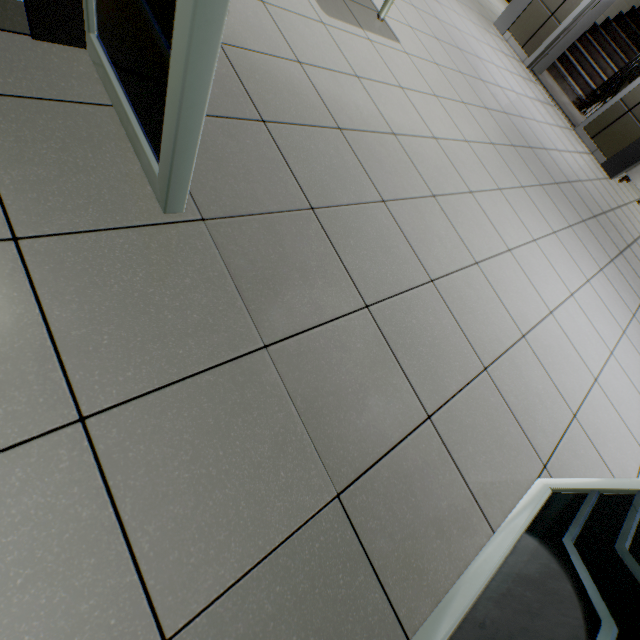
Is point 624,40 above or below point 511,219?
above

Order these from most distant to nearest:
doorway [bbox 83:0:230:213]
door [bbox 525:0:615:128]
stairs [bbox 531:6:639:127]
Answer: stairs [bbox 531:6:639:127], door [bbox 525:0:615:128], doorway [bbox 83:0:230:213]

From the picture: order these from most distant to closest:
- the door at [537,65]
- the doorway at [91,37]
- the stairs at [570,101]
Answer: the stairs at [570,101] < the door at [537,65] < the doorway at [91,37]

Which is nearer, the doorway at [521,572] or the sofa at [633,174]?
the doorway at [521,572]

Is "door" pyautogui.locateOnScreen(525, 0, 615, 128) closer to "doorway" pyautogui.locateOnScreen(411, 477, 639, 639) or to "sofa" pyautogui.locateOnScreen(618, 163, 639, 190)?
"sofa" pyautogui.locateOnScreen(618, 163, 639, 190)

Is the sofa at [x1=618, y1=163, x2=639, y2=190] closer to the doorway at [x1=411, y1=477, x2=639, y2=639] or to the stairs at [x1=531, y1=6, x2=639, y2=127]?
the stairs at [x1=531, y1=6, x2=639, y2=127]

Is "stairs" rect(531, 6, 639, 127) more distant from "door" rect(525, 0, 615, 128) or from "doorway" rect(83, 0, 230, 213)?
"doorway" rect(83, 0, 230, 213)
